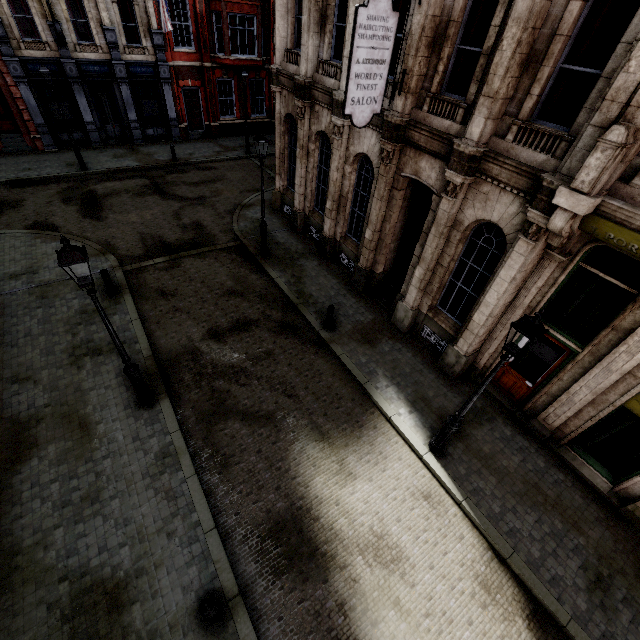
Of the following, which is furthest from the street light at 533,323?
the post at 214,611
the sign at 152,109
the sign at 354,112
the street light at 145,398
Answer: the sign at 152,109

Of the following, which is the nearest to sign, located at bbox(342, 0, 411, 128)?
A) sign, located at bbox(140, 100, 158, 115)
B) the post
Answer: the post

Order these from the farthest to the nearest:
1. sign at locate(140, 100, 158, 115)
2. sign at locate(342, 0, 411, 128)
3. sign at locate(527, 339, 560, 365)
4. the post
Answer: sign at locate(140, 100, 158, 115)
sign at locate(527, 339, 560, 365)
sign at locate(342, 0, 411, 128)
the post

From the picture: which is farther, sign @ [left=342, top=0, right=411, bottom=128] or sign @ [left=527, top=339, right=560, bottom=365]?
sign @ [left=527, top=339, right=560, bottom=365]

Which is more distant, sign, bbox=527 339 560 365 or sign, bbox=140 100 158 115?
sign, bbox=140 100 158 115

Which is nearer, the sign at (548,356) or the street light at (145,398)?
the street light at (145,398)

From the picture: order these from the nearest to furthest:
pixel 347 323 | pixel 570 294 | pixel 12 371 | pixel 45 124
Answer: pixel 570 294, pixel 12 371, pixel 347 323, pixel 45 124

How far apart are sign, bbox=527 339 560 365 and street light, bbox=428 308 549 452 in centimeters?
305cm
